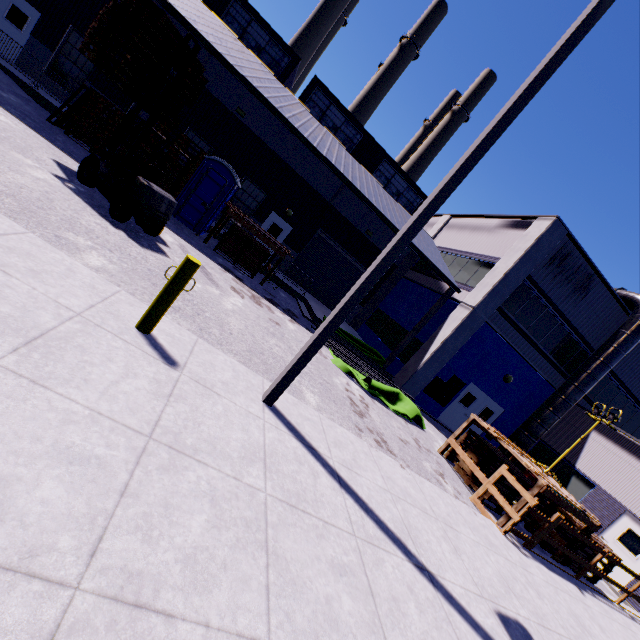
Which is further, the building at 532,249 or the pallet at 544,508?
the building at 532,249

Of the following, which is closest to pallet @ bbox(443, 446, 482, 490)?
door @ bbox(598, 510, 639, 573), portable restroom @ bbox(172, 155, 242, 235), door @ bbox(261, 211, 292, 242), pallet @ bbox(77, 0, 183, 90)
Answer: door @ bbox(598, 510, 639, 573)

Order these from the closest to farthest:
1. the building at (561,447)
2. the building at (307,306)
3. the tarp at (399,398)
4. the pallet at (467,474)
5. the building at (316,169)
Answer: the pallet at (467,474) → the tarp at (399,398) → the building at (316,169) → the building at (561,447) → the building at (307,306)

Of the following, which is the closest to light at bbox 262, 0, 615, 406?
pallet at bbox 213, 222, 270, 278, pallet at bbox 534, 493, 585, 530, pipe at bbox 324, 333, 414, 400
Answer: pipe at bbox 324, 333, 414, 400

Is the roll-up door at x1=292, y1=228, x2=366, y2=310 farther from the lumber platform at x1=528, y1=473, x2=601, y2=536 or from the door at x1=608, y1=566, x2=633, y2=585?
the door at x1=608, y1=566, x2=633, y2=585

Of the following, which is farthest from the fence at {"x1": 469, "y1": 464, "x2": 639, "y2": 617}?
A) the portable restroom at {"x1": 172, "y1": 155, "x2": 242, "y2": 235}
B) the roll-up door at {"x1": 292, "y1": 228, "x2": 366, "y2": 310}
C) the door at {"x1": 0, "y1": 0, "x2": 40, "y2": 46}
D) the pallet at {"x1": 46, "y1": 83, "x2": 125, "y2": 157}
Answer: the door at {"x1": 0, "y1": 0, "x2": 40, "y2": 46}

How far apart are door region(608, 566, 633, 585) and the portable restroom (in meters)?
20.07

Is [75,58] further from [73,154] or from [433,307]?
[433,307]
